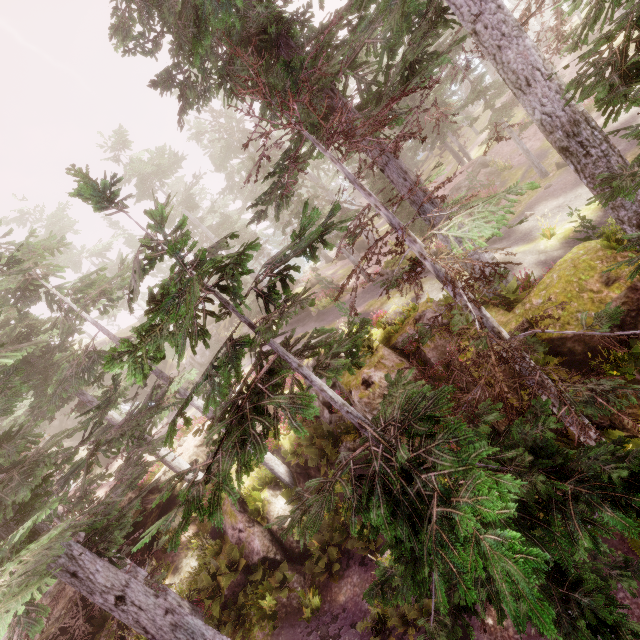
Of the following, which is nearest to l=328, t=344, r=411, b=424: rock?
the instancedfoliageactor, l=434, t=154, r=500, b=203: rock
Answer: the instancedfoliageactor

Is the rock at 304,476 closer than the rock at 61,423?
Yes

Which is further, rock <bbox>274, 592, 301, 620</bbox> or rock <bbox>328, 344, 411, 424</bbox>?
rock <bbox>274, 592, 301, 620</bbox>

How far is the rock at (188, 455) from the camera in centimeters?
2117cm

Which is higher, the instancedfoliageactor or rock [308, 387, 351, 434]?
the instancedfoliageactor

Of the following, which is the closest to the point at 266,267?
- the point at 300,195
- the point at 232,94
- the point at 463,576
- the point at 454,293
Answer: the point at 232,94

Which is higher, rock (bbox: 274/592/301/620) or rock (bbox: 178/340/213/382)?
rock (bbox: 178/340/213/382)
